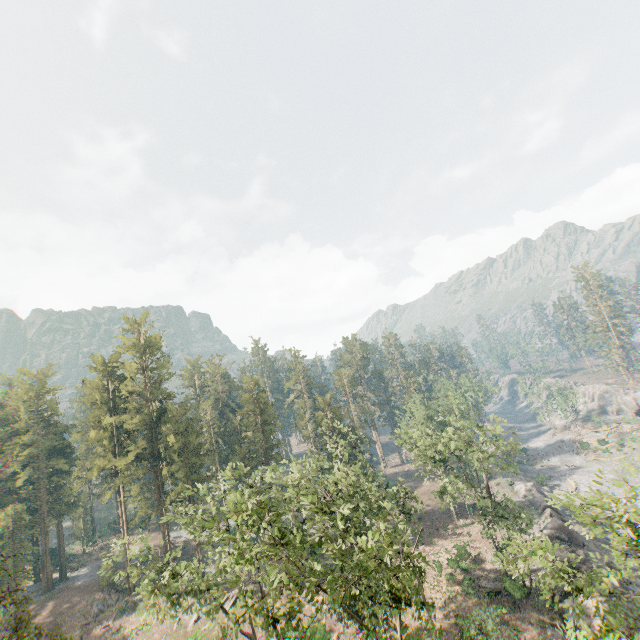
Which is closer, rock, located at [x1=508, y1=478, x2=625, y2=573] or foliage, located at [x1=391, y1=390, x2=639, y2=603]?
foliage, located at [x1=391, y1=390, x2=639, y2=603]

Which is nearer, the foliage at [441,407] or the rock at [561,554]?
the foliage at [441,407]

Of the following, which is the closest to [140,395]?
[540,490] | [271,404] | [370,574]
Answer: [271,404]

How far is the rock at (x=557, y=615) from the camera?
28.38m

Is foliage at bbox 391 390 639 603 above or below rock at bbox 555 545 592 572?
above
